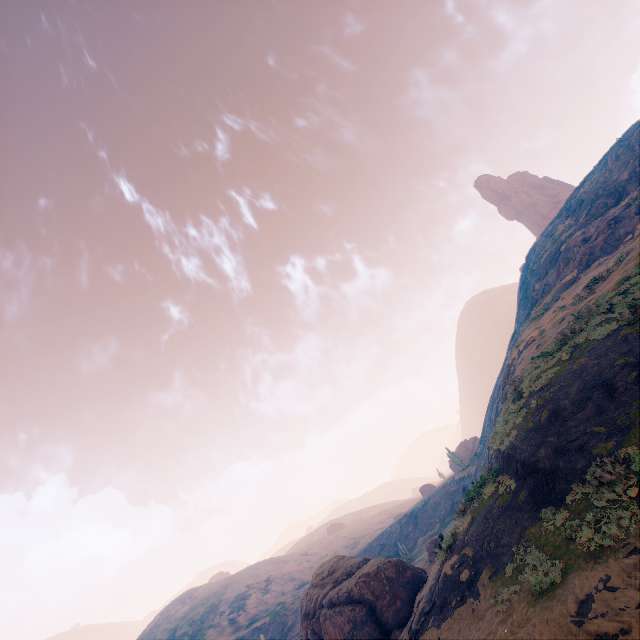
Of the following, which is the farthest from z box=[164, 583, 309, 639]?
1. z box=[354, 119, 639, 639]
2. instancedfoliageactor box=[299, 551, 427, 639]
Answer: instancedfoliageactor box=[299, 551, 427, 639]

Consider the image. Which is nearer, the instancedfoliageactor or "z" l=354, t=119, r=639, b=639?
"z" l=354, t=119, r=639, b=639

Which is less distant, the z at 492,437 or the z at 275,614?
the z at 492,437

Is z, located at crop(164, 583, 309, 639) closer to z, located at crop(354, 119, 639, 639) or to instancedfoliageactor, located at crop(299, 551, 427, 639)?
z, located at crop(354, 119, 639, 639)

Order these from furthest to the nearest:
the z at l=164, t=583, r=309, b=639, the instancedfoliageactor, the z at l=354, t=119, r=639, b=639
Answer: the z at l=164, t=583, r=309, b=639, the instancedfoliageactor, the z at l=354, t=119, r=639, b=639

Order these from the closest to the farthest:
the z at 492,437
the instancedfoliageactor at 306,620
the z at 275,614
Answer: the z at 492,437 < the instancedfoliageactor at 306,620 < the z at 275,614

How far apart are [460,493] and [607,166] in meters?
50.9
